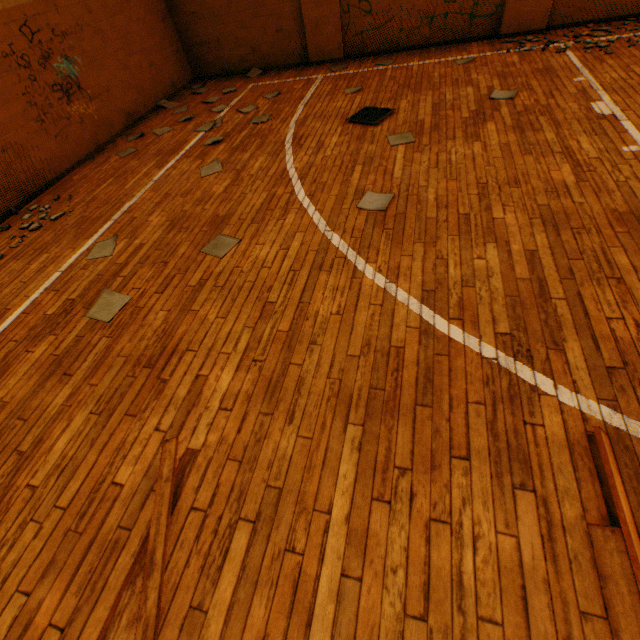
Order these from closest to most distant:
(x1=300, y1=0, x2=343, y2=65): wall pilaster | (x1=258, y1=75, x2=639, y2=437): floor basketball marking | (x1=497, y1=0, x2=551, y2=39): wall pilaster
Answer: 1. (x1=258, y1=75, x2=639, y2=437): floor basketball marking
2. (x1=497, y1=0, x2=551, y2=39): wall pilaster
3. (x1=300, y1=0, x2=343, y2=65): wall pilaster

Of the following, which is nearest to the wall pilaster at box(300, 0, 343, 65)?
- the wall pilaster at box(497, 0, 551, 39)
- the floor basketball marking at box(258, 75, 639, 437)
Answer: the floor basketball marking at box(258, 75, 639, 437)

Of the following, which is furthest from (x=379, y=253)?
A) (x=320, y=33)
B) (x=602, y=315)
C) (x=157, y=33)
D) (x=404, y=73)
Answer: (x=157, y=33)

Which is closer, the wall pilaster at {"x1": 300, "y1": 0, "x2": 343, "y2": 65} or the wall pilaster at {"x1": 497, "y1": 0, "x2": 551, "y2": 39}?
the wall pilaster at {"x1": 497, "y1": 0, "x2": 551, "y2": 39}

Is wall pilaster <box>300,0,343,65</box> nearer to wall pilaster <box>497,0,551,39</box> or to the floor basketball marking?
the floor basketball marking

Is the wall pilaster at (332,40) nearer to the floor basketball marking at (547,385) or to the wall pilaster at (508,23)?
the floor basketball marking at (547,385)

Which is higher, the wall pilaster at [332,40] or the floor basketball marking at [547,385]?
the wall pilaster at [332,40]
